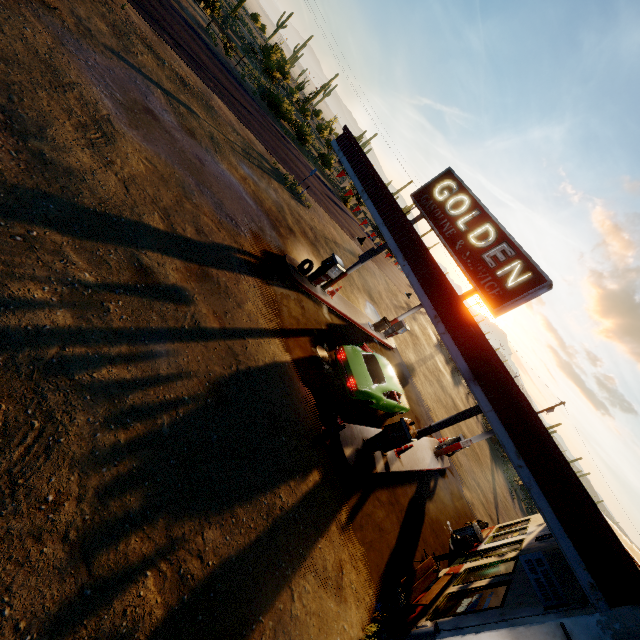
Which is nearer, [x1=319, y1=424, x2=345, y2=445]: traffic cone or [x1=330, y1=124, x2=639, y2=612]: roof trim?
[x1=330, y1=124, x2=639, y2=612]: roof trim

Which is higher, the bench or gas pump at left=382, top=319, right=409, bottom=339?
gas pump at left=382, top=319, right=409, bottom=339

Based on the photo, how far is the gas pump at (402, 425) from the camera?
9.4m

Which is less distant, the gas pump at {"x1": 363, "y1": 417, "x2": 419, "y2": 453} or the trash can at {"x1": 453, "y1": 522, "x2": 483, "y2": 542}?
the gas pump at {"x1": 363, "y1": 417, "x2": 419, "y2": 453}

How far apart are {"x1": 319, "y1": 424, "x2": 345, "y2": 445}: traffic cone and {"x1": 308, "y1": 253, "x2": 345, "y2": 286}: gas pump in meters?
6.5 m

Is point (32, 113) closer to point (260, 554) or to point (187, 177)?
point (187, 177)

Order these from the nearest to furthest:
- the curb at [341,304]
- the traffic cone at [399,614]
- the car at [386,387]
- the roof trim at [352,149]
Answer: the roof trim at [352,149], the traffic cone at [399,614], the car at [386,387], the curb at [341,304]

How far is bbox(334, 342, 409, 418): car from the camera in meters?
10.5
